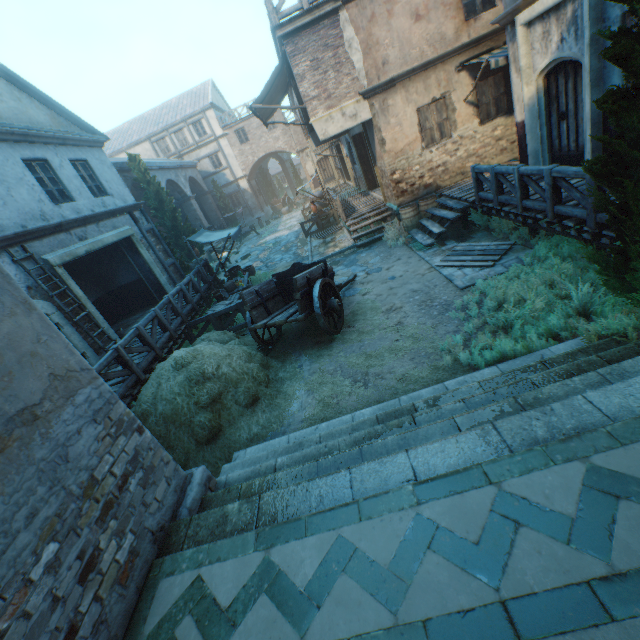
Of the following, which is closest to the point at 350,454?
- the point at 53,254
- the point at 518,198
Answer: the point at 518,198

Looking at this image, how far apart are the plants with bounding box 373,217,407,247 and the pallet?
2.63m

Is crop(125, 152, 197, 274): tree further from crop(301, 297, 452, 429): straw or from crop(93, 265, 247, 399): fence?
crop(301, 297, 452, 429): straw

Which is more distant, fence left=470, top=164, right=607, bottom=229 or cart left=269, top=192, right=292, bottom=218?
cart left=269, top=192, right=292, bottom=218

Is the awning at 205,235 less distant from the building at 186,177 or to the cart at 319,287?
the building at 186,177

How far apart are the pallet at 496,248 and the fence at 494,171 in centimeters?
87cm

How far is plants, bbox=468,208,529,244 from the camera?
8.21m

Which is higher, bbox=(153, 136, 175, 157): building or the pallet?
bbox=(153, 136, 175, 157): building
